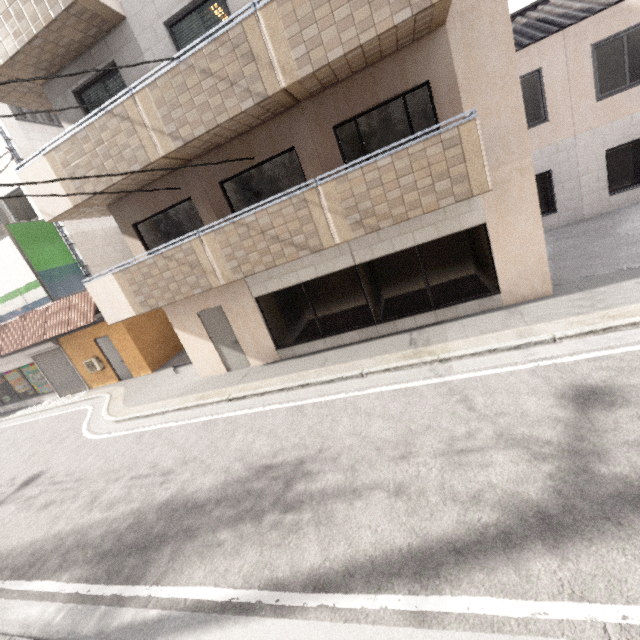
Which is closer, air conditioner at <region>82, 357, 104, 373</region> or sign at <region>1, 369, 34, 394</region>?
air conditioner at <region>82, 357, 104, 373</region>

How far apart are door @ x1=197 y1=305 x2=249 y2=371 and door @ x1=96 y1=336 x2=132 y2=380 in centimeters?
627cm

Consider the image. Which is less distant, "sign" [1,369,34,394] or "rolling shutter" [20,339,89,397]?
"rolling shutter" [20,339,89,397]

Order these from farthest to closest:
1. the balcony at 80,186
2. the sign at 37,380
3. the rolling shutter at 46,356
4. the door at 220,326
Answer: the sign at 37,380 < the rolling shutter at 46,356 < the door at 220,326 < the balcony at 80,186

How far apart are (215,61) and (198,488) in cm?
779

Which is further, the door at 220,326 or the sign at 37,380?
the sign at 37,380

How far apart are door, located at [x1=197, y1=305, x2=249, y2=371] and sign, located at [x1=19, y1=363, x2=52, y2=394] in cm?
1113

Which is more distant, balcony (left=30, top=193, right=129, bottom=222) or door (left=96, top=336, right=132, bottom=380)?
door (left=96, top=336, right=132, bottom=380)
